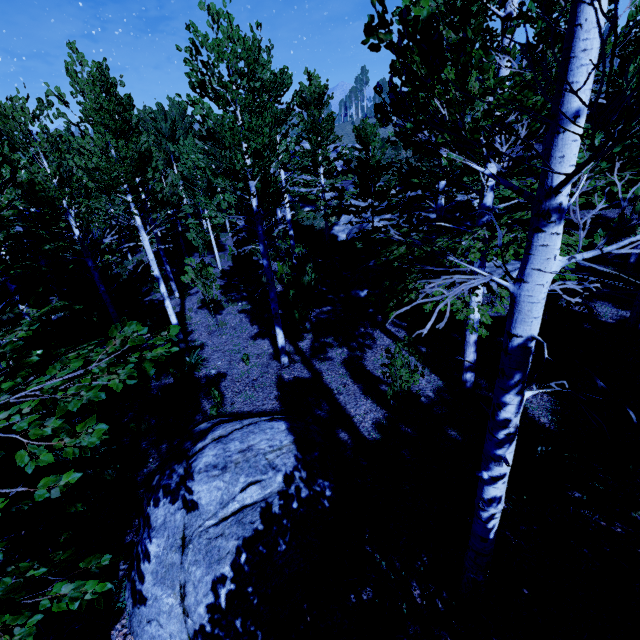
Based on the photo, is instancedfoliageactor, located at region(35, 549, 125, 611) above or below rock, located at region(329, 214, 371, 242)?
above

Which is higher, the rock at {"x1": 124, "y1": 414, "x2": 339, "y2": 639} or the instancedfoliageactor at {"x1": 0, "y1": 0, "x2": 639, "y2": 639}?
the instancedfoliageactor at {"x1": 0, "y1": 0, "x2": 639, "y2": 639}

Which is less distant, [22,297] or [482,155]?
[482,155]

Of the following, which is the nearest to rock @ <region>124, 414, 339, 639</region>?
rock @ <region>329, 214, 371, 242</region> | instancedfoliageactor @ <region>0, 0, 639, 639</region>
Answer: instancedfoliageactor @ <region>0, 0, 639, 639</region>

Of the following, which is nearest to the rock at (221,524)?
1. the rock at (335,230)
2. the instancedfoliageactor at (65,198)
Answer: the instancedfoliageactor at (65,198)

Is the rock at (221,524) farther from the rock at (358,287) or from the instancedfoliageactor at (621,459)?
the rock at (358,287)

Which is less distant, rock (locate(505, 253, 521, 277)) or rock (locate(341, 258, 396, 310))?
rock (locate(505, 253, 521, 277))
